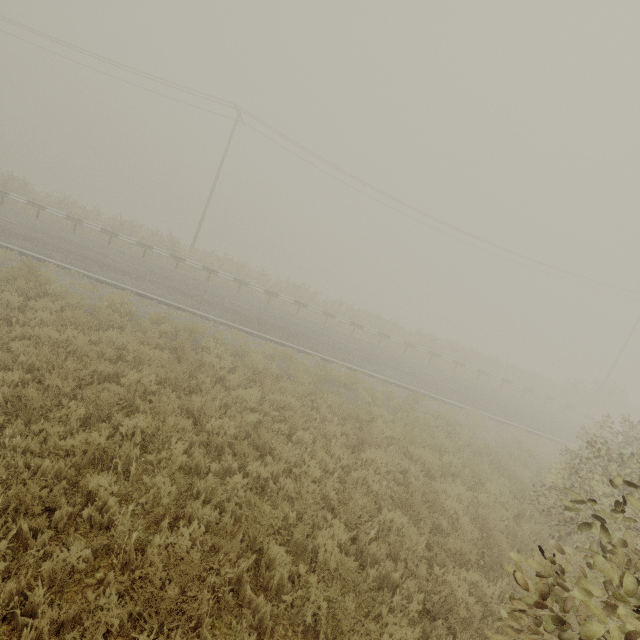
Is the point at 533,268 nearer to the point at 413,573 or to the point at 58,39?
the point at 413,573
